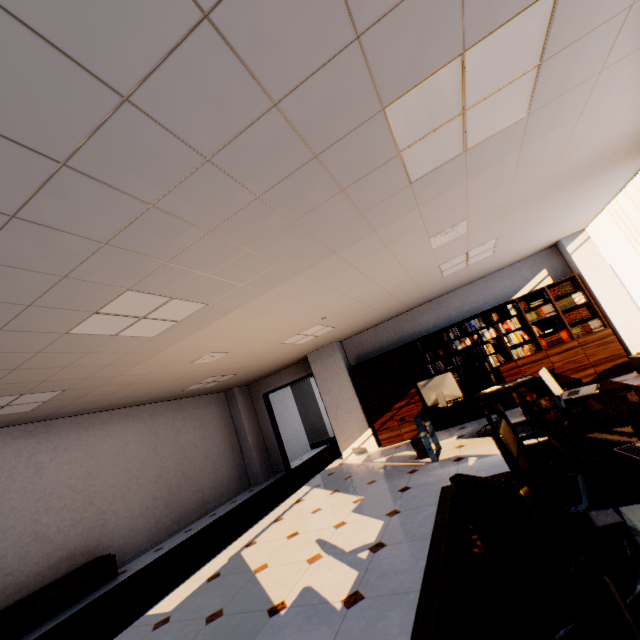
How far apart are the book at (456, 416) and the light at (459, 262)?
1.7m

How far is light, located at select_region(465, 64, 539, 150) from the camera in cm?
220

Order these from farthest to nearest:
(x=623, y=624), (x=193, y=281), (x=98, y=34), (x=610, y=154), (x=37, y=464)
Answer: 1. (x=37, y=464)
2. (x=610, y=154)
3. (x=193, y=281)
4. (x=98, y=34)
5. (x=623, y=624)

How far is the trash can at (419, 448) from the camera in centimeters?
570cm

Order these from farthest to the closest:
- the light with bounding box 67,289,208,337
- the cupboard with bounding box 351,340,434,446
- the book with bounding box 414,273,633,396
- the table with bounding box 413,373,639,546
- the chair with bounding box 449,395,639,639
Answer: the cupboard with bounding box 351,340,434,446 → the book with bounding box 414,273,633,396 → the light with bounding box 67,289,208,337 → the table with bounding box 413,373,639,546 → the chair with bounding box 449,395,639,639

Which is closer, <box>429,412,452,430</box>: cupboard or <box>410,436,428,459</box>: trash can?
<box>410,436,428,459</box>: trash can

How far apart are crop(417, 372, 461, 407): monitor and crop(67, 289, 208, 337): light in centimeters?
396cm

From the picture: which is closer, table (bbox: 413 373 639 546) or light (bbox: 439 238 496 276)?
table (bbox: 413 373 639 546)
